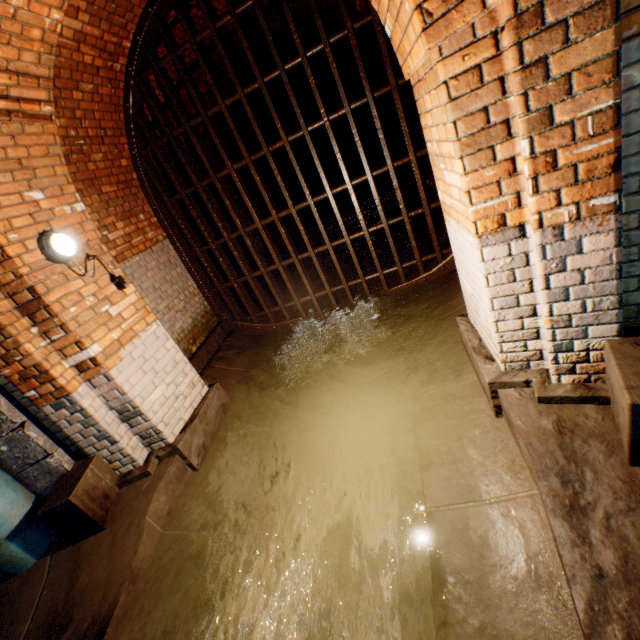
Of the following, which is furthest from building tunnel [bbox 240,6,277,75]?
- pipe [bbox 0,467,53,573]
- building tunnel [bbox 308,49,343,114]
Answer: building tunnel [bbox 308,49,343,114]

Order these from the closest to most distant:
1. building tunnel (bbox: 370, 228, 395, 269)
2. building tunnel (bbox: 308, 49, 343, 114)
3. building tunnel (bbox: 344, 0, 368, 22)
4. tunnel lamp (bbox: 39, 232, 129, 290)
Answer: tunnel lamp (bbox: 39, 232, 129, 290) < building tunnel (bbox: 344, 0, 368, 22) < building tunnel (bbox: 370, 228, 395, 269) < building tunnel (bbox: 308, 49, 343, 114)

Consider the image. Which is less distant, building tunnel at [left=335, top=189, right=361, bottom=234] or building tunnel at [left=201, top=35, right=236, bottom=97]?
building tunnel at [left=201, top=35, right=236, bottom=97]

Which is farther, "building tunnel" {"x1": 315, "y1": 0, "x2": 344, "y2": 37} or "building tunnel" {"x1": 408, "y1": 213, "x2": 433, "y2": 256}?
"building tunnel" {"x1": 408, "y1": 213, "x2": 433, "y2": 256}

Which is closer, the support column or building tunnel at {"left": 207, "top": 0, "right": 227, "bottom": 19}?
the support column

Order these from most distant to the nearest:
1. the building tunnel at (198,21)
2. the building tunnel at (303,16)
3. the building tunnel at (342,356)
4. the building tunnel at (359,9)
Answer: the building tunnel at (303,16)
the building tunnel at (359,9)
the building tunnel at (198,21)
the building tunnel at (342,356)

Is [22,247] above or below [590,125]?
above

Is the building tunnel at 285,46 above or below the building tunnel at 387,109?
above
